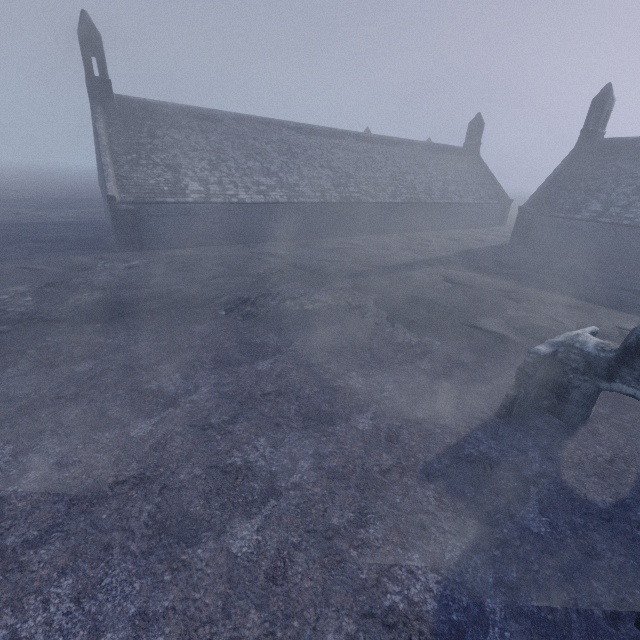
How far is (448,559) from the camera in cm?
467

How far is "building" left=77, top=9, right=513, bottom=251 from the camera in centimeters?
2006cm

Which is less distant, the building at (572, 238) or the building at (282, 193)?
the building at (282, 193)

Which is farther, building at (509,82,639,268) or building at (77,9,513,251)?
building at (509,82,639,268)

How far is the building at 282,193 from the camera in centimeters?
2006cm
